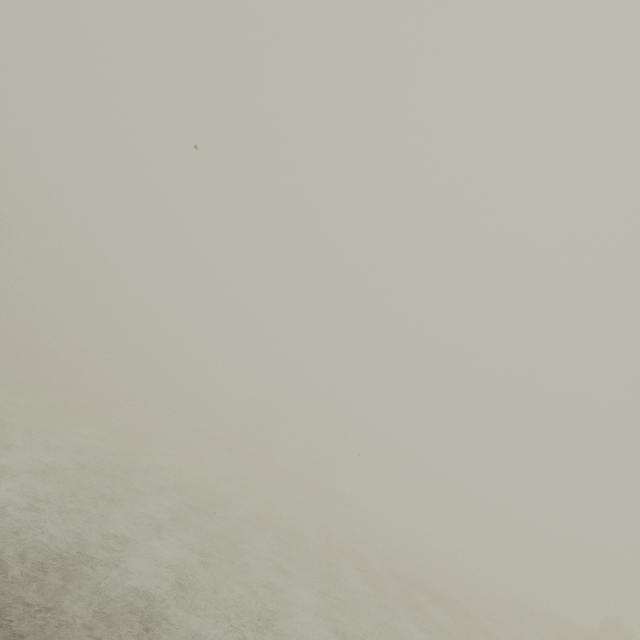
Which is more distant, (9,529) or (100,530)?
(100,530)
